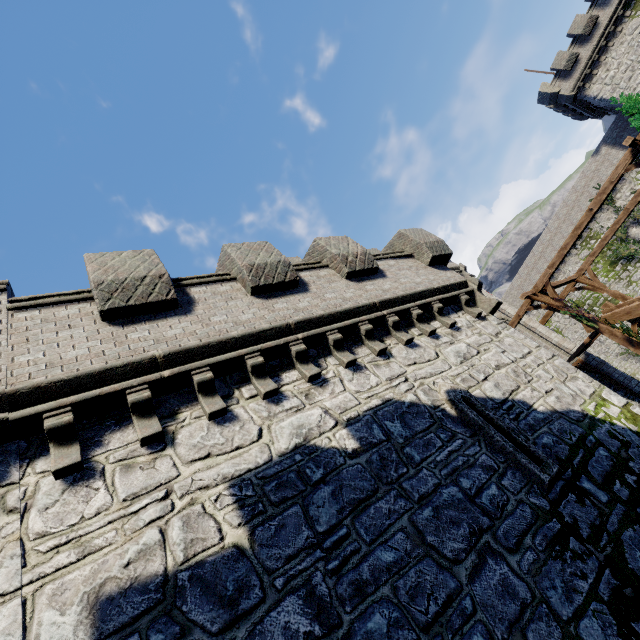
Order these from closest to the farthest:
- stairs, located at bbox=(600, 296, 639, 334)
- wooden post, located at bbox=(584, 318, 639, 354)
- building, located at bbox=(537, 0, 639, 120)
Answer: wooden post, located at bbox=(584, 318, 639, 354) < stairs, located at bbox=(600, 296, 639, 334) < building, located at bbox=(537, 0, 639, 120)

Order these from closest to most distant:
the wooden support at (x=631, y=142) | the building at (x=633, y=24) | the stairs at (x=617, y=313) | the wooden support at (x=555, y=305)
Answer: the wooden support at (x=631, y=142), the stairs at (x=617, y=313), the wooden support at (x=555, y=305), the building at (x=633, y=24)

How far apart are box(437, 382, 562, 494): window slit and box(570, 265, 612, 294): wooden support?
14.6m

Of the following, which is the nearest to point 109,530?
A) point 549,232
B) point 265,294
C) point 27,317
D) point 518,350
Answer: point 27,317

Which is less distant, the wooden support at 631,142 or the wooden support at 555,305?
the wooden support at 631,142

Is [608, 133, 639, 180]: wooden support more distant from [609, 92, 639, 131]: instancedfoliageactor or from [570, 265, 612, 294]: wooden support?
[570, 265, 612, 294]: wooden support

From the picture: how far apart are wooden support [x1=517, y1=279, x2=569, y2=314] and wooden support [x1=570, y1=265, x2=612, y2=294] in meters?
3.4 m

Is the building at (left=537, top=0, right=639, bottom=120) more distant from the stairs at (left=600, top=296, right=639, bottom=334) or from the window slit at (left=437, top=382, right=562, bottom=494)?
the window slit at (left=437, top=382, right=562, bottom=494)
